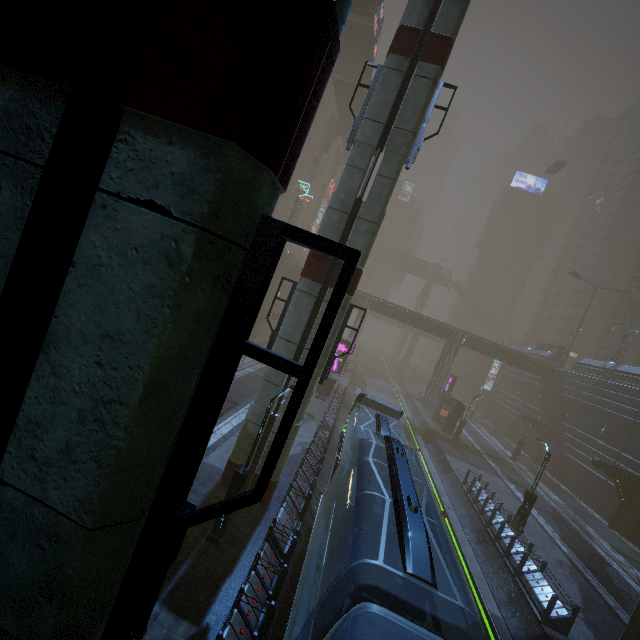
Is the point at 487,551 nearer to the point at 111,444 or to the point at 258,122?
the point at 111,444

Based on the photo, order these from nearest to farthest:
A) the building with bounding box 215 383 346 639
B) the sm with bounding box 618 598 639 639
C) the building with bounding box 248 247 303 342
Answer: the building with bounding box 215 383 346 639, the sm with bounding box 618 598 639 639, the building with bounding box 248 247 303 342

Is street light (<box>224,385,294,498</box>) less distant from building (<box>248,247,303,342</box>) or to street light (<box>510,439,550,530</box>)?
building (<box>248,247,303,342</box>)

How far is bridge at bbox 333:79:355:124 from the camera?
45.2m

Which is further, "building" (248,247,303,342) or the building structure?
the building structure

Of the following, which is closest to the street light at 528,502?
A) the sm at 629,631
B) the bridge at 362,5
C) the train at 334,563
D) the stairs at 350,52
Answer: the sm at 629,631

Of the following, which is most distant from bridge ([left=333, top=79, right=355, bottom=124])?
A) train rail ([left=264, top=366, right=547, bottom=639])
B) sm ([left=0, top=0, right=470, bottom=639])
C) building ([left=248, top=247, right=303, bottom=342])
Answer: train rail ([left=264, top=366, right=547, bottom=639])

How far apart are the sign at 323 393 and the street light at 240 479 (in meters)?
19.21
